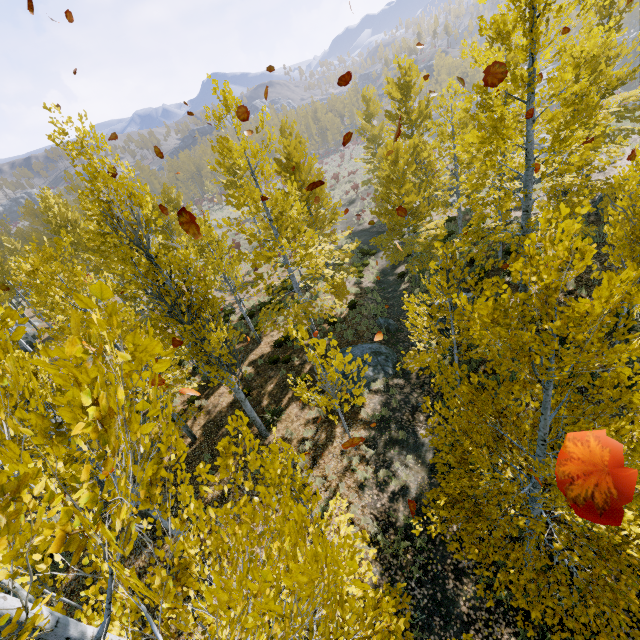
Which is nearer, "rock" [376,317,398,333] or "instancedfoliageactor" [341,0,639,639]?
"instancedfoliageactor" [341,0,639,639]

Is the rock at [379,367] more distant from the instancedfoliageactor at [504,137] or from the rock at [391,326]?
the rock at [391,326]

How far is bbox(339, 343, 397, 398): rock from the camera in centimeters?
1245cm

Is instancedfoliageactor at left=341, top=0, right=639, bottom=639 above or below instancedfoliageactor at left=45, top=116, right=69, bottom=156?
below

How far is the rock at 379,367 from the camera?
12.45m

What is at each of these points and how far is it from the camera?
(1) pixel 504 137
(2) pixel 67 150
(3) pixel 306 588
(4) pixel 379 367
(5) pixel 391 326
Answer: (1) instancedfoliageactor, 8.6 meters
(2) instancedfoliageactor, 6.8 meters
(3) instancedfoliageactor, 1.7 meters
(4) rock, 13.0 meters
(5) rock, 15.6 meters

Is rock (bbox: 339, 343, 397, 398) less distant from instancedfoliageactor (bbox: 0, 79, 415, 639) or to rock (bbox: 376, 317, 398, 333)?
instancedfoliageactor (bbox: 0, 79, 415, 639)

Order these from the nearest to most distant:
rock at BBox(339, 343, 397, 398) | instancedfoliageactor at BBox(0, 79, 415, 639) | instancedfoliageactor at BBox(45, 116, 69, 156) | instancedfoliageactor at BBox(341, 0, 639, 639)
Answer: instancedfoliageactor at BBox(0, 79, 415, 639), instancedfoliageactor at BBox(341, 0, 639, 639), instancedfoliageactor at BBox(45, 116, 69, 156), rock at BBox(339, 343, 397, 398)
